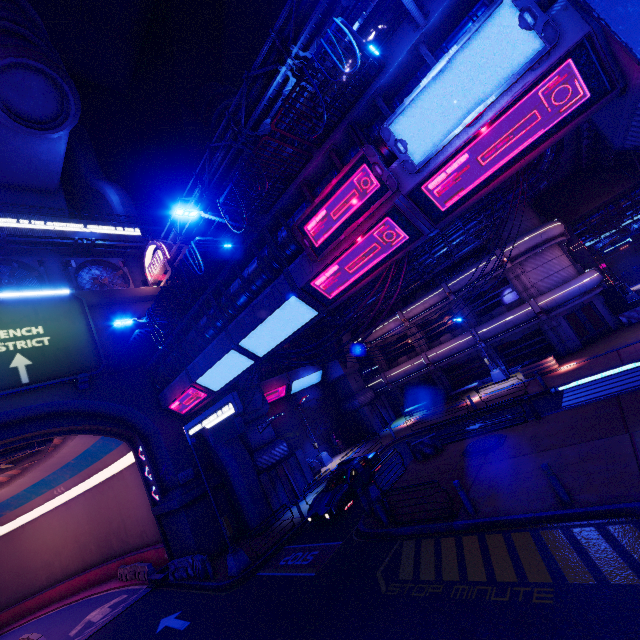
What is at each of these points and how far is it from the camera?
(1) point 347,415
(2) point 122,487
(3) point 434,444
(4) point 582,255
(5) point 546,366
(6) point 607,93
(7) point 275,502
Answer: (1) pillar, 31.8 meters
(2) tunnel, 26.7 meters
(3) fence, 17.4 meters
(4) tunnel, 28.9 meters
(5) plant holder, 21.8 meters
(6) walkway, 7.0 meters
(7) pillar, 20.4 meters

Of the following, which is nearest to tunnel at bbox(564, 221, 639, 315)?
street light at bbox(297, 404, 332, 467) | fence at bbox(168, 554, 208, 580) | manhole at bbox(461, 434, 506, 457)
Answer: manhole at bbox(461, 434, 506, 457)

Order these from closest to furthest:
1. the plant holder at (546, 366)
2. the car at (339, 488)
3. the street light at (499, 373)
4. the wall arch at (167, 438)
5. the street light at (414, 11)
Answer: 1. the street light at (414, 11)
2. the car at (339, 488)
3. the wall arch at (167, 438)
4. the plant holder at (546, 366)
5. the street light at (499, 373)

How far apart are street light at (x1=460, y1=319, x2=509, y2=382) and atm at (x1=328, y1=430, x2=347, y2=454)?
14.0m

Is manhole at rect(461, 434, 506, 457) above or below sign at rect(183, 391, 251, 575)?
below

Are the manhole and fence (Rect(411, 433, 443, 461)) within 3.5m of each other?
yes

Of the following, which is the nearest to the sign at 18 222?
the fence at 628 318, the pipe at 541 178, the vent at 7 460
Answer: the vent at 7 460

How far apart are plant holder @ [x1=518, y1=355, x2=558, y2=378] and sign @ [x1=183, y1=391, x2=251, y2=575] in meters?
19.7 m
